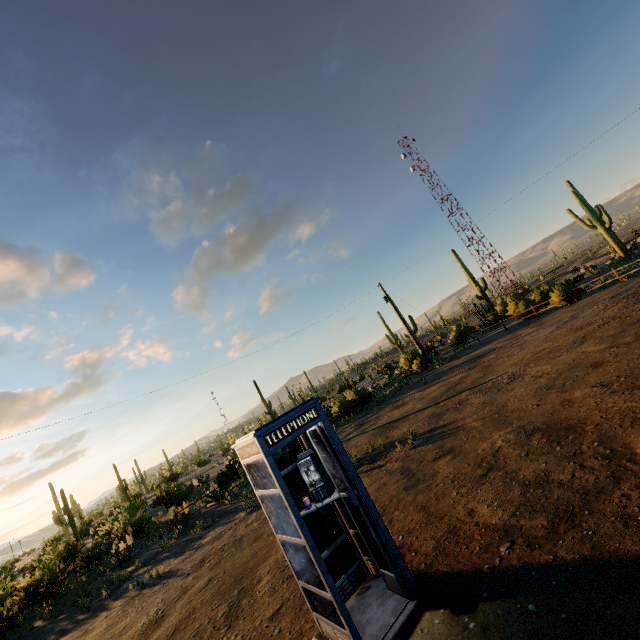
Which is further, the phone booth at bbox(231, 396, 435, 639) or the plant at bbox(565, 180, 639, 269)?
the plant at bbox(565, 180, 639, 269)

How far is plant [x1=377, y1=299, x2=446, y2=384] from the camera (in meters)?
26.34

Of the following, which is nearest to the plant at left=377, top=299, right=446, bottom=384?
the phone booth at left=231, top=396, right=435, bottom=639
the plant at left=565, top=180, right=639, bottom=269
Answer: the plant at left=565, top=180, right=639, bottom=269

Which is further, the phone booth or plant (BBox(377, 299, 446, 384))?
plant (BBox(377, 299, 446, 384))

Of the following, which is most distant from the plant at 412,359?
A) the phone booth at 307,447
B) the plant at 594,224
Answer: the phone booth at 307,447

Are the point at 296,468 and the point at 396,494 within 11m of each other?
yes

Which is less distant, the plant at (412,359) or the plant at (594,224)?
the plant at (412,359)
